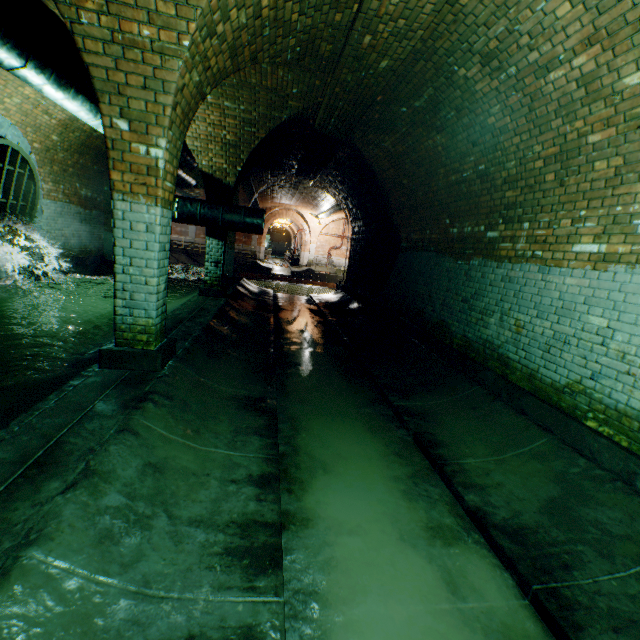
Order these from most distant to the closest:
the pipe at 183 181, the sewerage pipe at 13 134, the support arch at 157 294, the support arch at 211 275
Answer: the pipe at 183 181
the support arch at 211 275
the sewerage pipe at 13 134
the support arch at 157 294

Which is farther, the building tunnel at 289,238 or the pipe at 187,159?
the building tunnel at 289,238

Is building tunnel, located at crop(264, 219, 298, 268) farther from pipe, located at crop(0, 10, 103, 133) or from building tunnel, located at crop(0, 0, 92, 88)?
building tunnel, located at crop(0, 0, 92, 88)

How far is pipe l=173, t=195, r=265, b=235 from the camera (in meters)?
7.45

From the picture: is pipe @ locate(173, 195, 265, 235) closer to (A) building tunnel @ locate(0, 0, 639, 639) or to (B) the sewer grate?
(A) building tunnel @ locate(0, 0, 639, 639)

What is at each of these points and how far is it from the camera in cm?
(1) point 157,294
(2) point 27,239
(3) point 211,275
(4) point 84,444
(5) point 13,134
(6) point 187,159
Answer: (1) support arch, 356
(2) sewerage pipe, 790
(3) support arch, 835
(4) building tunnel, 232
(5) sewerage pipe, 693
(6) pipe, 1077

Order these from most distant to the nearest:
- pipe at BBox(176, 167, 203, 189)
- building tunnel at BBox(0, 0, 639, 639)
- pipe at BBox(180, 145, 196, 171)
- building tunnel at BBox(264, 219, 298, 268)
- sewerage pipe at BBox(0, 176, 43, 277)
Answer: building tunnel at BBox(264, 219, 298, 268), pipe at BBox(176, 167, 203, 189), pipe at BBox(180, 145, 196, 171), sewerage pipe at BBox(0, 176, 43, 277), building tunnel at BBox(0, 0, 639, 639)
